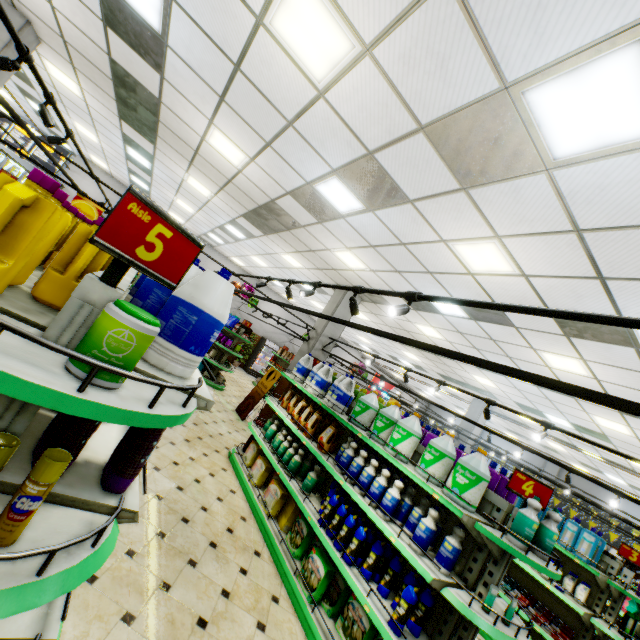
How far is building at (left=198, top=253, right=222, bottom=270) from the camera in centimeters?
1741cm

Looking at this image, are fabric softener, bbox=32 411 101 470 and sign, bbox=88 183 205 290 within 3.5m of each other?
yes

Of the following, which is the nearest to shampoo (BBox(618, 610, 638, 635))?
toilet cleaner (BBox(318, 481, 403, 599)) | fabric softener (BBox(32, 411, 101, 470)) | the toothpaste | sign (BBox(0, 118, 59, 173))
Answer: the toothpaste

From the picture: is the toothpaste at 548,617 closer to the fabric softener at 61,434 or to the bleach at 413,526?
the bleach at 413,526

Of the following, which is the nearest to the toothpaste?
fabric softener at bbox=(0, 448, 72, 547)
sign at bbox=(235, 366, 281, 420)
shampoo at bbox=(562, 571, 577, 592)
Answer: shampoo at bbox=(562, 571, 577, 592)

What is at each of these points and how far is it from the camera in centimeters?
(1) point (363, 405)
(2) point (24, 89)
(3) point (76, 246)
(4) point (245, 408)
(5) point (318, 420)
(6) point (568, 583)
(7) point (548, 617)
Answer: (1) bleach, 451cm
(2) building, 1002cm
(3) liquid laundry detergent, 155cm
(4) sign, 934cm
(5) fabric softener, 498cm
(6) shampoo, 518cm
(7) toothpaste, 512cm

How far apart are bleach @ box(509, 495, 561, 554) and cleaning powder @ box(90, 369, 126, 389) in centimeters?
327cm

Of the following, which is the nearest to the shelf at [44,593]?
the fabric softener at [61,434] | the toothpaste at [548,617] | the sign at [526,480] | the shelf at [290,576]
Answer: the fabric softener at [61,434]
